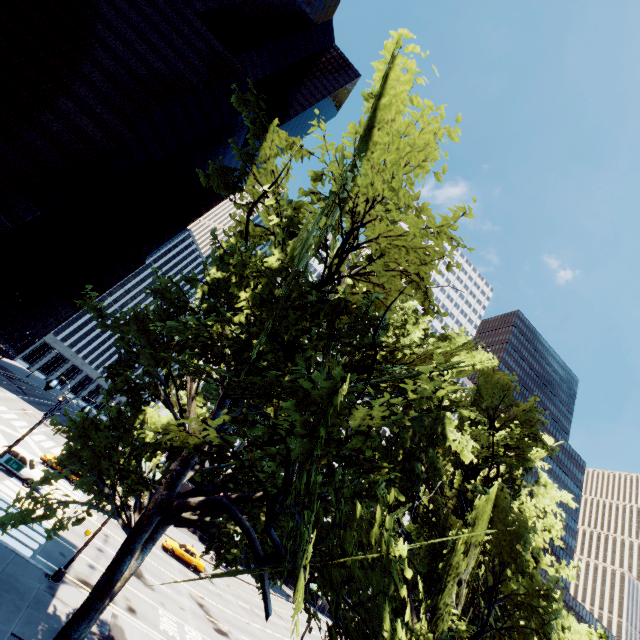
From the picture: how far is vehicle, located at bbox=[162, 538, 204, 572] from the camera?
33.31m

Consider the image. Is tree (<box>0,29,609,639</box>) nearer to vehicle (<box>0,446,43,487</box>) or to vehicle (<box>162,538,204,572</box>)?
vehicle (<box>0,446,43,487</box>)

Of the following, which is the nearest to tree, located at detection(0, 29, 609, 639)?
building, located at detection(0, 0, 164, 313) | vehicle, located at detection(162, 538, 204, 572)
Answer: vehicle, located at detection(162, 538, 204, 572)

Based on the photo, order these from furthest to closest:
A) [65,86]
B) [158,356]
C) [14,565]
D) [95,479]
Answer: [65,86] → [14,565] → [95,479] → [158,356]

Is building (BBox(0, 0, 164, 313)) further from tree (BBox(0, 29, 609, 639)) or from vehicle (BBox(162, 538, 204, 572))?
tree (BBox(0, 29, 609, 639))

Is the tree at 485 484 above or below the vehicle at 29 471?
above

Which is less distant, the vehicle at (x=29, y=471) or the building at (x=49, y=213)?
the vehicle at (x=29, y=471)

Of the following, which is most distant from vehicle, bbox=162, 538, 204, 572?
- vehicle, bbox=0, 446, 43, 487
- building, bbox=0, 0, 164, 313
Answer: building, bbox=0, 0, 164, 313
